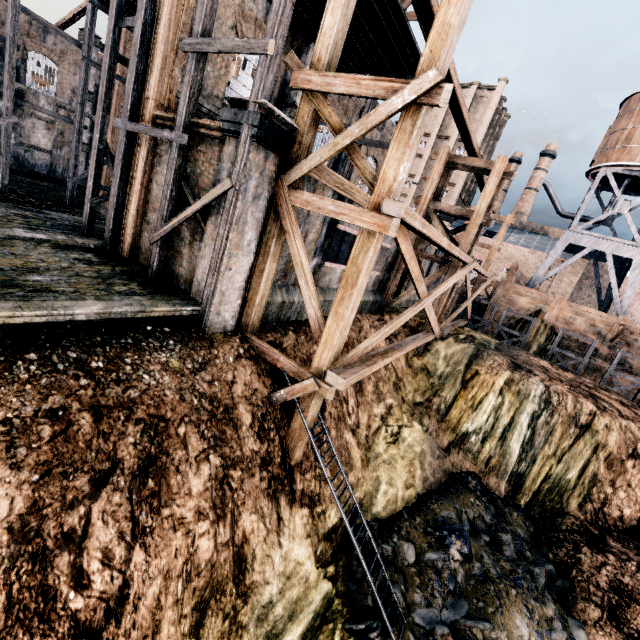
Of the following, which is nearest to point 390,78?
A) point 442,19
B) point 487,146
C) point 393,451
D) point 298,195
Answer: point 442,19

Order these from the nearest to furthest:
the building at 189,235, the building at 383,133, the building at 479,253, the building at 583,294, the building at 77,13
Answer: the building at 189,235
the building at 383,133
the building at 77,13
the building at 583,294
the building at 479,253

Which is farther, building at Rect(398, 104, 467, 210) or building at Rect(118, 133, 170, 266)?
building at Rect(398, 104, 467, 210)

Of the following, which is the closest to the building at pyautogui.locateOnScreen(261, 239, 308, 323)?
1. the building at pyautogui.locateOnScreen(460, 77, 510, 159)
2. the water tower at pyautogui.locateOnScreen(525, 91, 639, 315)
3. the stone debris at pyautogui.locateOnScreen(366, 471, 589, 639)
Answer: the stone debris at pyautogui.locateOnScreen(366, 471, 589, 639)

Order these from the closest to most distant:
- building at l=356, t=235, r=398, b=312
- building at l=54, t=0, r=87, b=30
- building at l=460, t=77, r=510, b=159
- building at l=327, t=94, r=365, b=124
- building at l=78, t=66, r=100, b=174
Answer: building at l=327, t=94, r=365, b=124, building at l=356, t=235, r=398, b=312, building at l=54, t=0, r=87, b=30, building at l=78, t=66, r=100, b=174, building at l=460, t=77, r=510, b=159

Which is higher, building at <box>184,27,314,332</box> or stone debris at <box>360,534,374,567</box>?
building at <box>184,27,314,332</box>

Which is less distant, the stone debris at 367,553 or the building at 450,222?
the stone debris at 367,553

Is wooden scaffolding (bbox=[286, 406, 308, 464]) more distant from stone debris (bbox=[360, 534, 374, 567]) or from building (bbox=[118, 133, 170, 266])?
stone debris (bbox=[360, 534, 374, 567])
